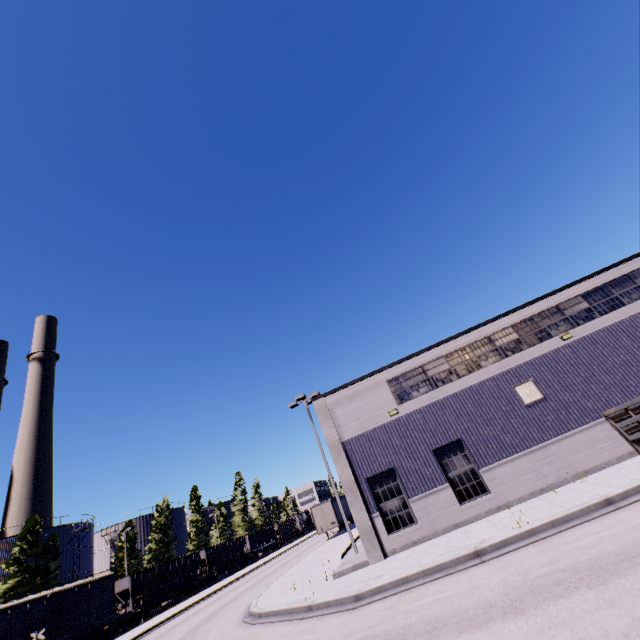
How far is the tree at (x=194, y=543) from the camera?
57.6m

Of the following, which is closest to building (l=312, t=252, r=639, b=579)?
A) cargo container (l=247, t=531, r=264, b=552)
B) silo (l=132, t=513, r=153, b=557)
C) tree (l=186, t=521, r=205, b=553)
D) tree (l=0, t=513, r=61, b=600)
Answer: cargo container (l=247, t=531, r=264, b=552)

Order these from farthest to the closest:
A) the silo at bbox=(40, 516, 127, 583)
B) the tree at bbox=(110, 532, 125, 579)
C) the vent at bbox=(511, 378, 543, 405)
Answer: the tree at bbox=(110, 532, 125, 579)
the silo at bbox=(40, 516, 127, 583)
the vent at bbox=(511, 378, 543, 405)

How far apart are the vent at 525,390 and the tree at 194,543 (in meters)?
64.02

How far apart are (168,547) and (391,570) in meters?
56.7 m

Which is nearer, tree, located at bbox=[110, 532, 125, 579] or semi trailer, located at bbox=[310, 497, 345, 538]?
semi trailer, located at bbox=[310, 497, 345, 538]

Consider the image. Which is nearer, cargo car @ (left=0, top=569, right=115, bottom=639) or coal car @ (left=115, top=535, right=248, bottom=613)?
cargo car @ (left=0, top=569, right=115, bottom=639)

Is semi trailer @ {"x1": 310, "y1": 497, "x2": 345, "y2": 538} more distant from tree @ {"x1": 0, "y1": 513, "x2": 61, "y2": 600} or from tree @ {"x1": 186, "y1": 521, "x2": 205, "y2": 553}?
tree @ {"x1": 0, "y1": 513, "x2": 61, "y2": 600}
